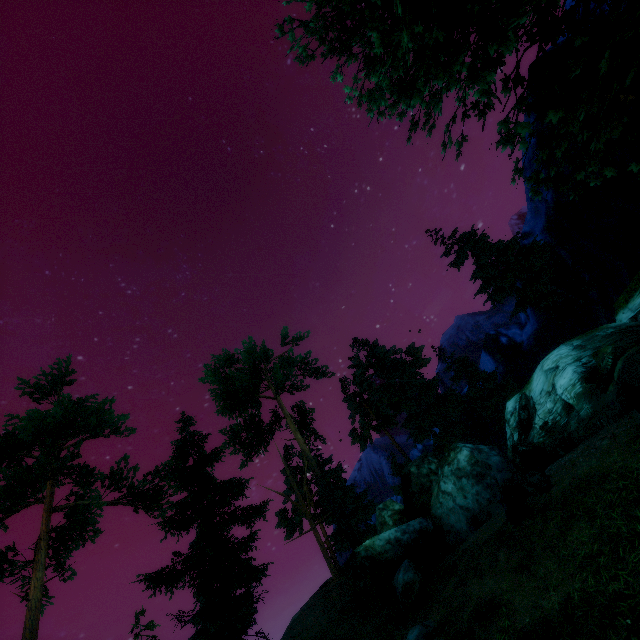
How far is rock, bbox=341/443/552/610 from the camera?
11.8m

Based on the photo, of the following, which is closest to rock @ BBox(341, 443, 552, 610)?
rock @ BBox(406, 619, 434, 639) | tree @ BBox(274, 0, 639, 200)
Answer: tree @ BBox(274, 0, 639, 200)

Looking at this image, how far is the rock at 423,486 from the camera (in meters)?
11.85

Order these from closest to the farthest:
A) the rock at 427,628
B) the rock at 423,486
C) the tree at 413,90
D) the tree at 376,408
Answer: the tree at 413,90 → the rock at 427,628 → the rock at 423,486 → the tree at 376,408

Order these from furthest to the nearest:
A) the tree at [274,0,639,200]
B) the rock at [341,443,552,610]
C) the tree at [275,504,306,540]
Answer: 1. the tree at [275,504,306,540]
2. the rock at [341,443,552,610]
3. the tree at [274,0,639,200]

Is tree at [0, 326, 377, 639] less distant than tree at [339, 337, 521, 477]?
Yes

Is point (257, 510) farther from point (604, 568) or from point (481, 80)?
point (481, 80)
